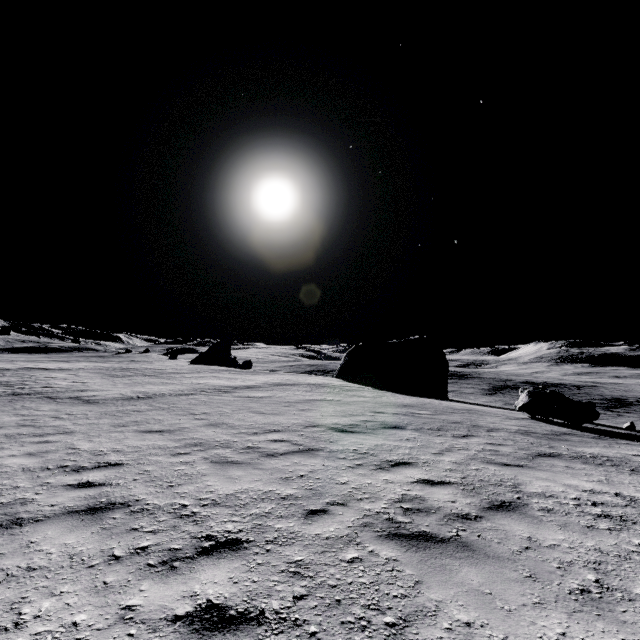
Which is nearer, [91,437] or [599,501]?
[599,501]

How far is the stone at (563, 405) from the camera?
12.6 meters

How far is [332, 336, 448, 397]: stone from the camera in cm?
3166

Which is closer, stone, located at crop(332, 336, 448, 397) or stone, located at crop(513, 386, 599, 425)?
stone, located at crop(513, 386, 599, 425)

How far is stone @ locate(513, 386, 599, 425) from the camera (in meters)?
12.63

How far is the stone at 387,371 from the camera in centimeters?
3166cm
